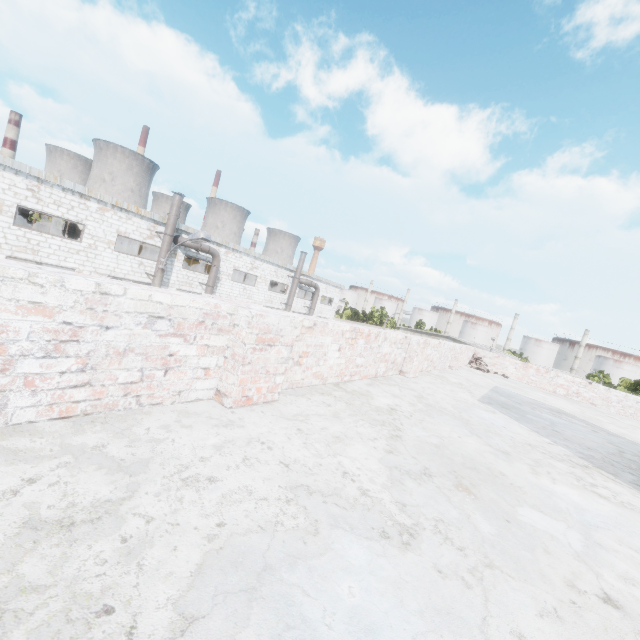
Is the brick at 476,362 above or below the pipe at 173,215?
below

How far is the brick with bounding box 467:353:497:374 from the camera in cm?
1264

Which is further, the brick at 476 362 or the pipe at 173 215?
the pipe at 173 215

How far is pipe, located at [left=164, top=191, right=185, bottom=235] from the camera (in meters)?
20.16

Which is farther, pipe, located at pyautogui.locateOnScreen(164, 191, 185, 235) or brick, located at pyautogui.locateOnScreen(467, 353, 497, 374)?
pipe, located at pyautogui.locateOnScreen(164, 191, 185, 235)

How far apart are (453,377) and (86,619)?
8.5 meters

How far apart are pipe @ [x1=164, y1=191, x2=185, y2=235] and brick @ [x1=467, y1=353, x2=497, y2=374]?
18.47m

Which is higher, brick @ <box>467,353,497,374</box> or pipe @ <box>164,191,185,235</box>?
pipe @ <box>164,191,185,235</box>
